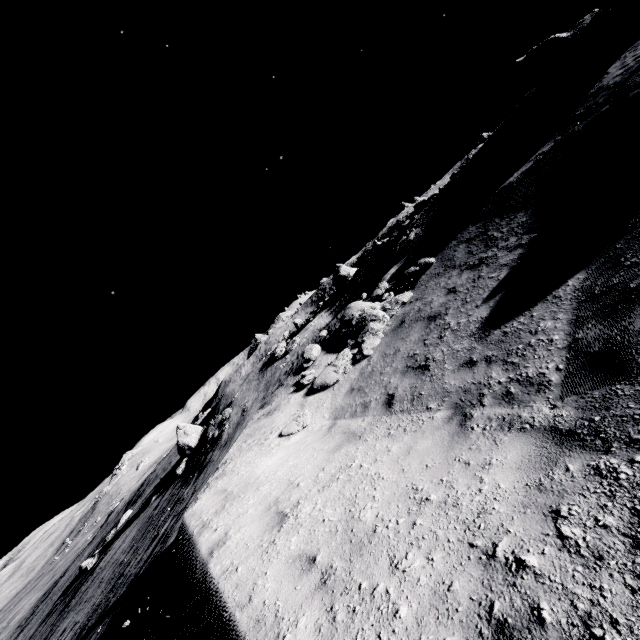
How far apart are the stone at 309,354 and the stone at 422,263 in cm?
469

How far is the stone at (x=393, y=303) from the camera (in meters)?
10.70

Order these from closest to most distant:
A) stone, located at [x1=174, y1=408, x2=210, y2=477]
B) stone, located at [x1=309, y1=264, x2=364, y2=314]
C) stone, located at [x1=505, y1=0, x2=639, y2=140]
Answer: stone, located at [x1=505, y1=0, x2=639, y2=140] → stone, located at [x1=174, y1=408, x2=210, y2=477] → stone, located at [x1=309, y1=264, x2=364, y2=314]

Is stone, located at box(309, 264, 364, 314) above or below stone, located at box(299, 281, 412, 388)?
above

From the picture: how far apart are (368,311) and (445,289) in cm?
331

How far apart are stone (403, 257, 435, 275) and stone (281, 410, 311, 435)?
7.0 meters

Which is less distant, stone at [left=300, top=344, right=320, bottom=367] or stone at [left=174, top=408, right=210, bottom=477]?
stone at [left=300, top=344, right=320, bottom=367]

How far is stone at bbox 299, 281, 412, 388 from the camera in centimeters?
1070cm
